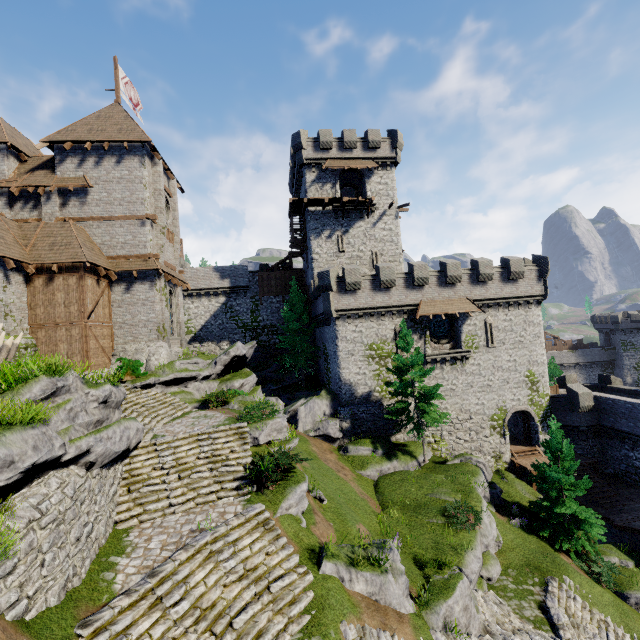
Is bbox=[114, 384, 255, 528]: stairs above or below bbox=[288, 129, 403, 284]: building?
below

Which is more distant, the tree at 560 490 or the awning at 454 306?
the awning at 454 306

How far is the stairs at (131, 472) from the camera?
11.6m

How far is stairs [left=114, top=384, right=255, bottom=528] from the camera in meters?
11.6

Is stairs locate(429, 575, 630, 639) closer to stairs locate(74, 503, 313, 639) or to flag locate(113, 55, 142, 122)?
stairs locate(74, 503, 313, 639)

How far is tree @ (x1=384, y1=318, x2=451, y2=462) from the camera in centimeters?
2286cm

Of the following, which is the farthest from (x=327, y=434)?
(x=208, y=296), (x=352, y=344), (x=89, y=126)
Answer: (x=89, y=126)

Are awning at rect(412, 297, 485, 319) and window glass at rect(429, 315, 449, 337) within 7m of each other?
yes
